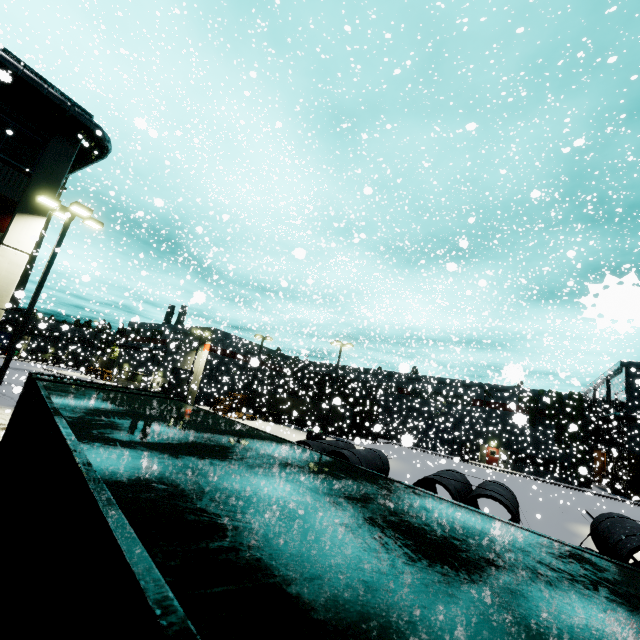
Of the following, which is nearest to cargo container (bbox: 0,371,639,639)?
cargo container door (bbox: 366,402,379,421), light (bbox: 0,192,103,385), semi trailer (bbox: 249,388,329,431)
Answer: semi trailer (bbox: 249,388,329,431)

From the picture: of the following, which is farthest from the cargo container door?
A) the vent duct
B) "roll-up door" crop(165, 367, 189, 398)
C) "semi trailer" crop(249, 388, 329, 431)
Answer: the vent duct

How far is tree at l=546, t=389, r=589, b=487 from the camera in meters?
27.6

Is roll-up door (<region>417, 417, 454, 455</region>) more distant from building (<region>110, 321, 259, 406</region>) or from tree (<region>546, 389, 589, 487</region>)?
tree (<region>546, 389, 589, 487</region>)

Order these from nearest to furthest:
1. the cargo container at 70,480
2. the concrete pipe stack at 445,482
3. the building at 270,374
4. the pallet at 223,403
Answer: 1. the cargo container at 70,480
2. the concrete pipe stack at 445,482
3. the pallet at 223,403
4. the building at 270,374

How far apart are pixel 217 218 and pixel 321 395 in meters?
28.4 m

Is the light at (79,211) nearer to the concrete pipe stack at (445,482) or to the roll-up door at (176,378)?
the roll-up door at (176,378)

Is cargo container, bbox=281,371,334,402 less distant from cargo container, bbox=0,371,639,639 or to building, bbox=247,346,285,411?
building, bbox=247,346,285,411
